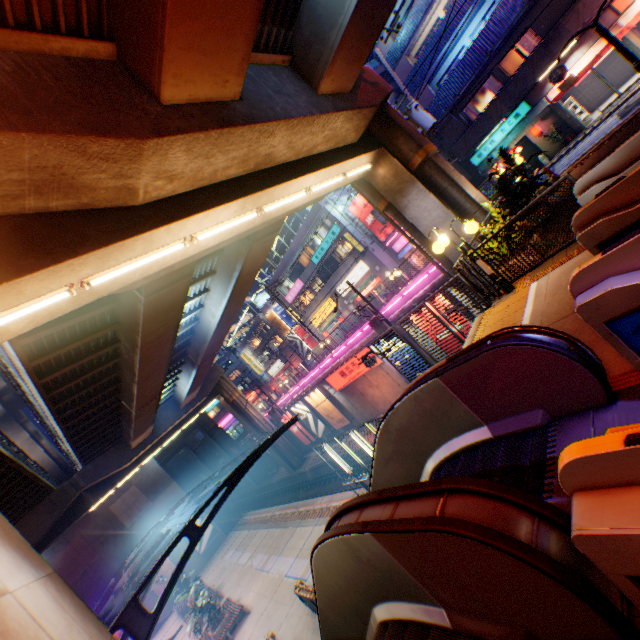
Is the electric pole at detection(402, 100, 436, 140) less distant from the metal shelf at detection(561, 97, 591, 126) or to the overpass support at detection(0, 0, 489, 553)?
the overpass support at detection(0, 0, 489, 553)

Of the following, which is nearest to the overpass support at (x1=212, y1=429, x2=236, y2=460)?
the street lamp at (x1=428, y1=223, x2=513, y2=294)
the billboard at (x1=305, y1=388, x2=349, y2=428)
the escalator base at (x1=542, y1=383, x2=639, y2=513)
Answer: the street lamp at (x1=428, y1=223, x2=513, y2=294)

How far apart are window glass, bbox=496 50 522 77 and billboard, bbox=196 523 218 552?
48.66m

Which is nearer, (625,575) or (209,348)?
(625,575)

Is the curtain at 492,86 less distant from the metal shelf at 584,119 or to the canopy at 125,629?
the metal shelf at 584,119

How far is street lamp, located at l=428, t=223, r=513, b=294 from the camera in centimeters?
732cm

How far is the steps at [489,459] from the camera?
3.0m

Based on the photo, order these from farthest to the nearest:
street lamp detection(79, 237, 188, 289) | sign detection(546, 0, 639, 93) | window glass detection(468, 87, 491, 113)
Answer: window glass detection(468, 87, 491, 113) → sign detection(546, 0, 639, 93) → street lamp detection(79, 237, 188, 289)
